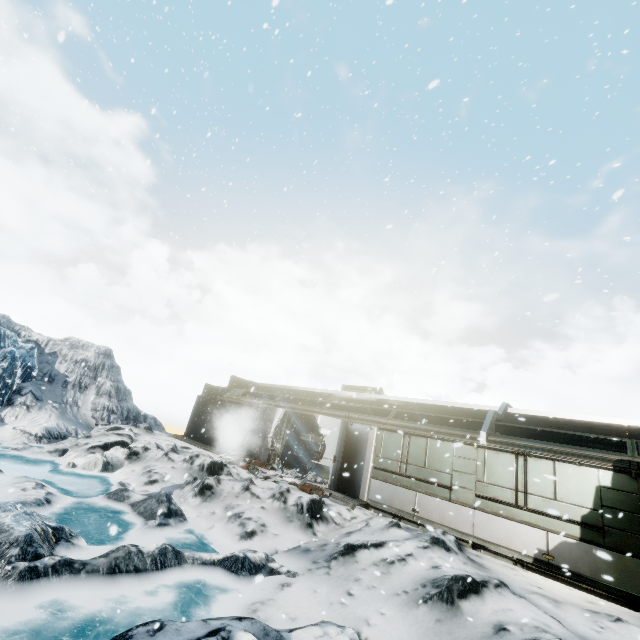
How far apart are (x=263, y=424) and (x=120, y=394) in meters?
11.3
